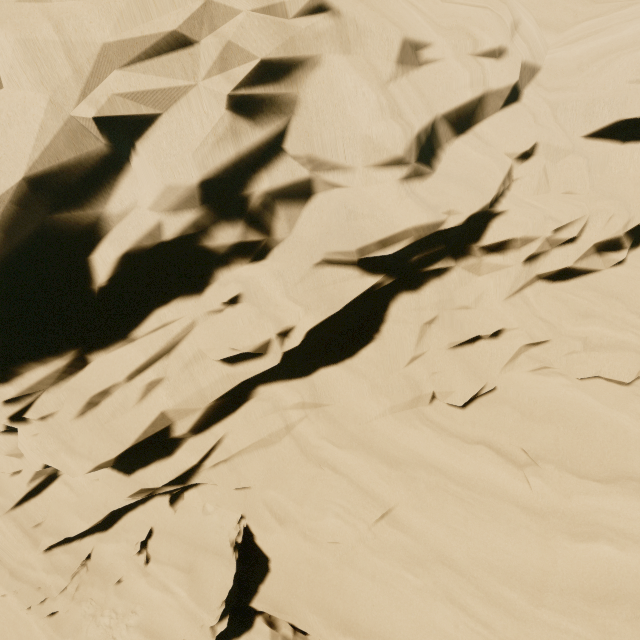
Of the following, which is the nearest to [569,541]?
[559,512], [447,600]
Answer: [559,512]
